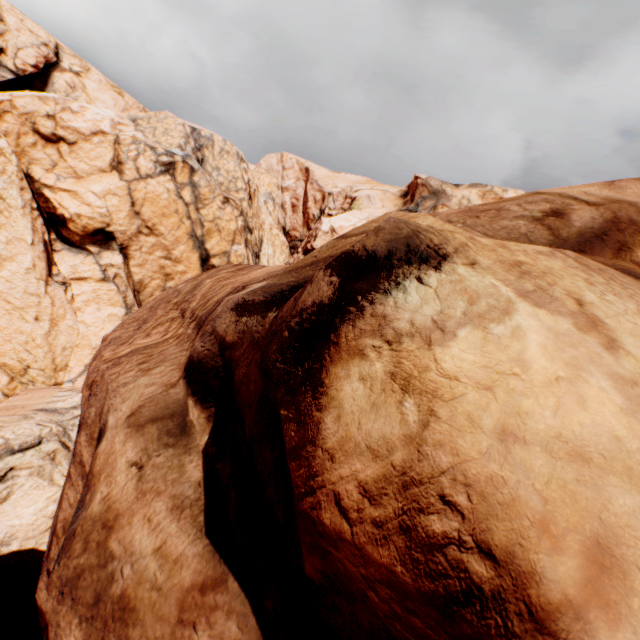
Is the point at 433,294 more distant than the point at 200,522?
No
